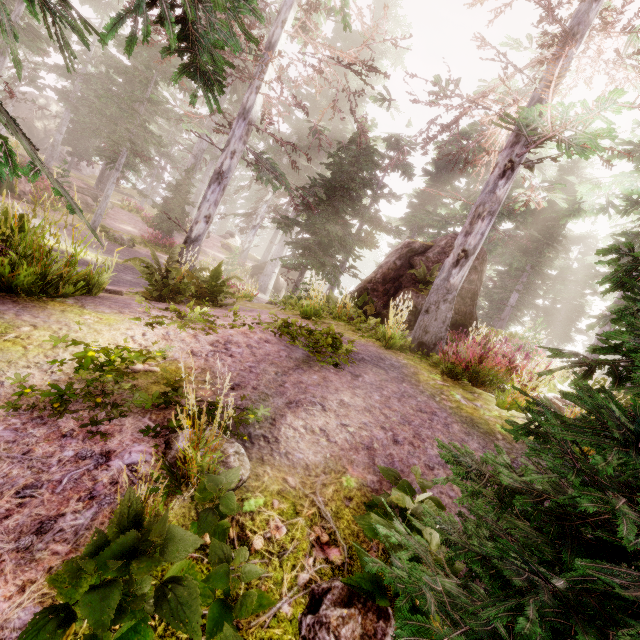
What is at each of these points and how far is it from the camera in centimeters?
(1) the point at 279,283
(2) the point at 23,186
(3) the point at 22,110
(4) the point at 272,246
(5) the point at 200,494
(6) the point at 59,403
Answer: (1) rock, 3030cm
(2) rock, 1681cm
(3) rock, 4053cm
(4) instancedfoliageactor, 3672cm
(5) instancedfoliageactor, 211cm
(6) instancedfoliageactor, 260cm

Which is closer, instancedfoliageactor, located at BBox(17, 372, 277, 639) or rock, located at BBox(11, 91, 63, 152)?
instancedfoliageactor, located at BBox(17, 372, 277, 639)

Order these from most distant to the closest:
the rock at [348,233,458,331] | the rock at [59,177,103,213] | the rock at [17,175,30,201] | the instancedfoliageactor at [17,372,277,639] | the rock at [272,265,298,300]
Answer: the rock at [272,265,298,300] → the rock at [59,177,103,213] → the rock at [17,175,30,201] → the rock at [348,233,458,331] → the instancedfoliageactor at [17,372,277,639]

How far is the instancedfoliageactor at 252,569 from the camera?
1.6m

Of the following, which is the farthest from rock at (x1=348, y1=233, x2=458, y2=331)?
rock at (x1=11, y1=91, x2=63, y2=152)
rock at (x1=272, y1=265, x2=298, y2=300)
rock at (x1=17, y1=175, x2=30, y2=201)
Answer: rock at (x1=11, y1=91, x2=63, y2=152)

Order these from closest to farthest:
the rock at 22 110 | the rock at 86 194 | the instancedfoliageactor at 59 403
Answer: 1. the instancedfoliageactor at 59 403
2. the rock at 86 194
3. the rock at 22 110

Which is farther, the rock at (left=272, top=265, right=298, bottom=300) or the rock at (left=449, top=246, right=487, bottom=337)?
the rock at (left=272, top=265, right=298, bottom=300)

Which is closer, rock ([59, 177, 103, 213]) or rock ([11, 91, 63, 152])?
rock ([59, 177, 103, 213])
